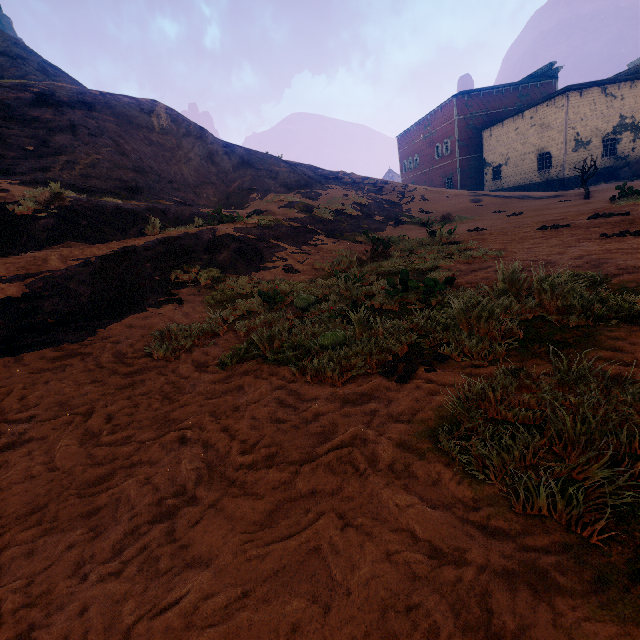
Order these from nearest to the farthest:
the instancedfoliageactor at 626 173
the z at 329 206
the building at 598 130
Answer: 1. the z at 329 206
2. the instancedfoliageactor at 626 173
3. the building at 598 130

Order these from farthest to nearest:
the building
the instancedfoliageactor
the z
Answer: the building < the instancedfoliageactor < the z

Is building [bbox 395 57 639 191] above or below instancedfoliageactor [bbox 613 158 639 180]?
above

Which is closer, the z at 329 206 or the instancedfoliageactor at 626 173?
the z at 329 206

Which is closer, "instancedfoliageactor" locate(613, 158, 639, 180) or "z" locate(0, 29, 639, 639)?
"z" locate(0, 29, 639, 639)

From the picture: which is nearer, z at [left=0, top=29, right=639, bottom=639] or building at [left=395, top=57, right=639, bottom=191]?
z at [left=0, top=29, right=639, bottom=639]

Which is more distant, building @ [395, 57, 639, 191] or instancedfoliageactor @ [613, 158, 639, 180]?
building @ [395, 57, 639, 191]

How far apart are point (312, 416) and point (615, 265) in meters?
5.2 m
